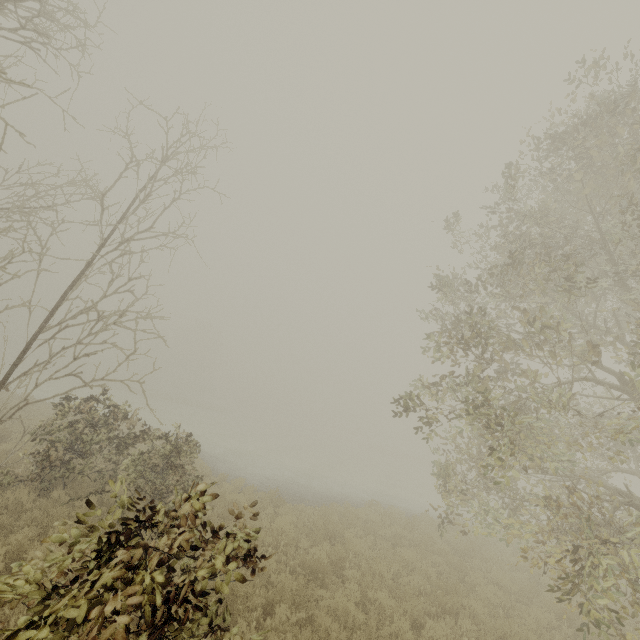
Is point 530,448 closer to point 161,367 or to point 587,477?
point 587,477
